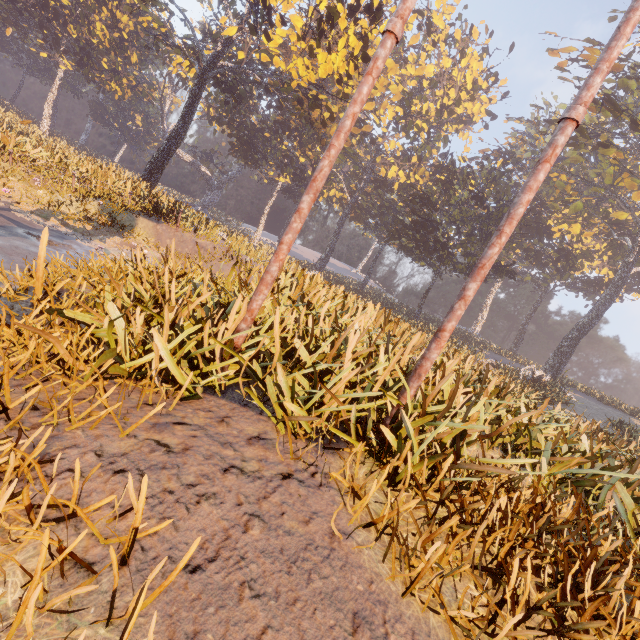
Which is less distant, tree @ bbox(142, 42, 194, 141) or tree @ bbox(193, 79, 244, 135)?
tree @ bbox(193, 79, 244, 135)

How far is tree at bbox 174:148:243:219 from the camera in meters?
54.0

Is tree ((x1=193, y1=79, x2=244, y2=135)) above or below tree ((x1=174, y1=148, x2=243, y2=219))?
above

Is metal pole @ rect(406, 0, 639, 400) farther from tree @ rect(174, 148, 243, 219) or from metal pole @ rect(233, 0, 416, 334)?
tree @ rect(174, 148, 243, 219)

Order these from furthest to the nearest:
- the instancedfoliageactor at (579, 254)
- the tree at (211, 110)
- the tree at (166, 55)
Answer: the tree at (166, 55) < the tree at (211, 110) < the instancedfoliageactor at (579, 254)

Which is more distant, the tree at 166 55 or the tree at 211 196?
the tree at 211 196

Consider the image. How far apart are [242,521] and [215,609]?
0.6m

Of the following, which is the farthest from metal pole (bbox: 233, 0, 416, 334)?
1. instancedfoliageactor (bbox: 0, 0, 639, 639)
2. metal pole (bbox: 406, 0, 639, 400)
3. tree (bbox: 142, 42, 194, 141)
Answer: tree (bbox: 142, 42, 194, 141)
